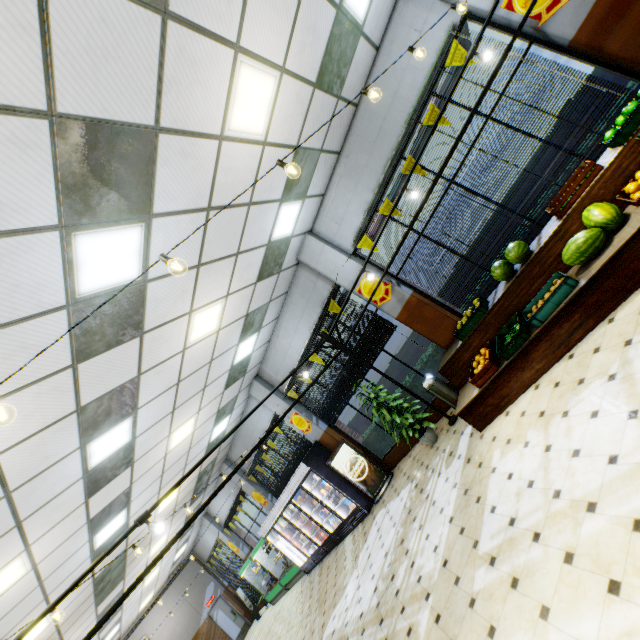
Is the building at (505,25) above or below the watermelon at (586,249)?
above

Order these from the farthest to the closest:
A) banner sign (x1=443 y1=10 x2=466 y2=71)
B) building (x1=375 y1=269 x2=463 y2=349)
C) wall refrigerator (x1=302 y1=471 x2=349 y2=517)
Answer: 1. wall refrigerator (x1=302 y1=471 x2=349 y2=517)
2. building (x1=375 y1=269 x2=463 y2=349)
3. banner sign (x1=443 y1=10 x2=466 y2=71)

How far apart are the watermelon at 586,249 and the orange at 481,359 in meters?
1.7

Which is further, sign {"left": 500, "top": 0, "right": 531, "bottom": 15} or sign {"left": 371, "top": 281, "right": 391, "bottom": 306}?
sign {"left": 371, "top": 281, "right": 391, "bottom": 306}

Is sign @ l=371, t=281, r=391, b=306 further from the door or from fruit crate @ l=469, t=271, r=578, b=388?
the door

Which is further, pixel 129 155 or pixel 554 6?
pixel 554 6

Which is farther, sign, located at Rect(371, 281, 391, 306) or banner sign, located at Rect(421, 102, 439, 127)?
sign, located at Rect(371, 281, 391, 306)

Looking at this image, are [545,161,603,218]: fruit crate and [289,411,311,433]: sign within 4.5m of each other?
no
